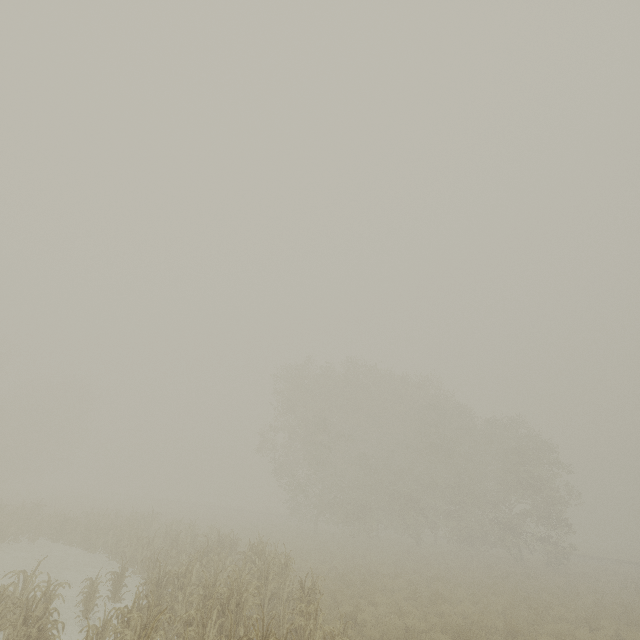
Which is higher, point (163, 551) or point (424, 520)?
point (424, 520)
